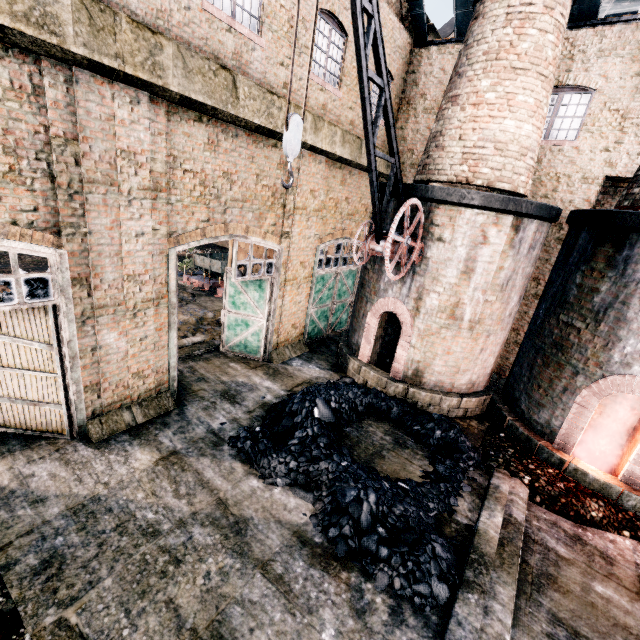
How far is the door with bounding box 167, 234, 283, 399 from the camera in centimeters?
905cm

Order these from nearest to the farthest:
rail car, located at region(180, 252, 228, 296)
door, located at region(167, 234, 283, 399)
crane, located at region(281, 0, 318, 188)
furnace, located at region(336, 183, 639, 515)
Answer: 1. crane, located at region(281, 0, 318, 188)
2. furnace, located at region(336, 183, 639, 515)
3. door, located at region(167, 234, 283, 399)
4. rail car, located at region(180, 252, 228, 296)

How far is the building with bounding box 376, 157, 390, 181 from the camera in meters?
14.8 m

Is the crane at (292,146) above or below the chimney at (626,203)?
below

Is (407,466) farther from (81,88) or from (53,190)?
(81,88)

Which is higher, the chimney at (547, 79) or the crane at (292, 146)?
the chimney at (547, 79)

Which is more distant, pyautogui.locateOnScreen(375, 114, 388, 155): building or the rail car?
the rail car
